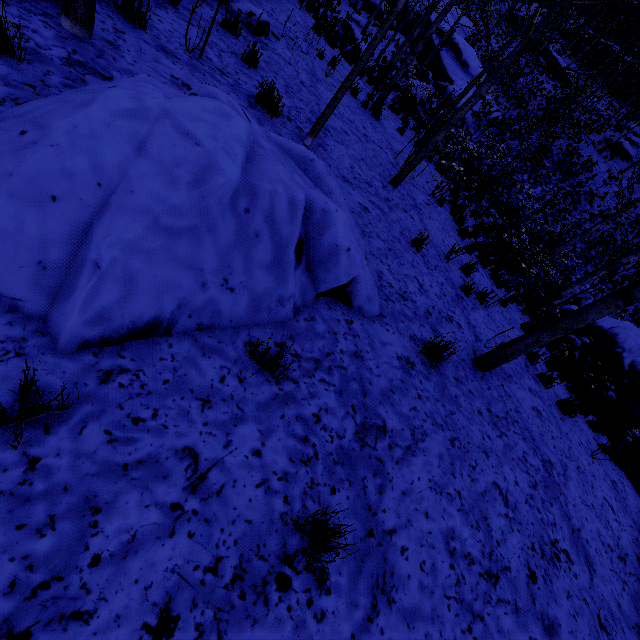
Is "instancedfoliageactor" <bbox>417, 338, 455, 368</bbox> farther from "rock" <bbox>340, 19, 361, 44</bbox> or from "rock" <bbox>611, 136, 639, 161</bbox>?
"rock" <bbox>611, 136, 639, 161</bbox>

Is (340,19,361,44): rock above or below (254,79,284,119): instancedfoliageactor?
below

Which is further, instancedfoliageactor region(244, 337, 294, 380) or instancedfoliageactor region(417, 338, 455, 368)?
instancedfoliageactor region(417, 338, 455, 368)

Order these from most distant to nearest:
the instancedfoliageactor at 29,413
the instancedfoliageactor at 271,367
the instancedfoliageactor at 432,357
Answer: the instancedfoliageactor at 432,357, the instancedfoliageactor at 271,367, the instancedfoliageactor at 29,413

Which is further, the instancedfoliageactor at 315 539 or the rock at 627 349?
the rock at 627 349

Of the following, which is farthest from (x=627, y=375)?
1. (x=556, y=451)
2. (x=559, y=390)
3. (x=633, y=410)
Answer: (x=556, y=451)

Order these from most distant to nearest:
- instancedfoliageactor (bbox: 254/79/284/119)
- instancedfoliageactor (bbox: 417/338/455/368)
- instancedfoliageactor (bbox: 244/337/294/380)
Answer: instancedfoliageactor (bbox: 254/79/284/119) → instancedfoliageactor (bbox: 417/338/455/368) → instancedfoliageactor (bbox: 244/337/294/380)

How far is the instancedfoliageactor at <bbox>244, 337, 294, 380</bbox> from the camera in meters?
2.2
